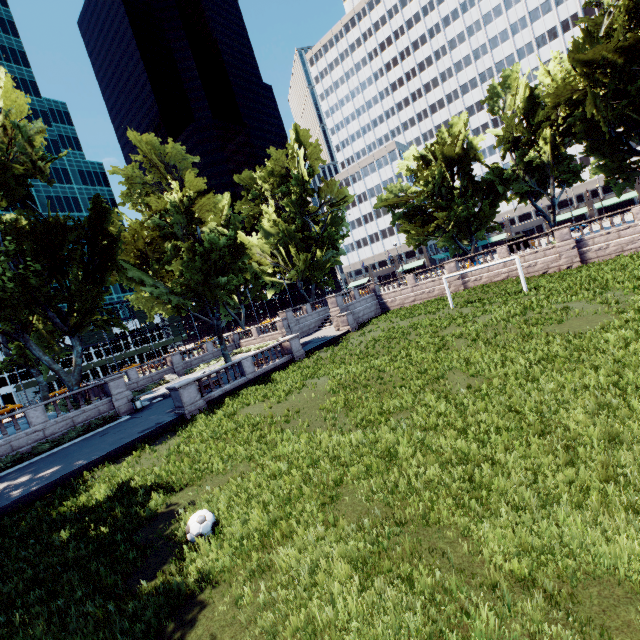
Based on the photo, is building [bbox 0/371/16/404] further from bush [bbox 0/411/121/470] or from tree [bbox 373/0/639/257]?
bush [bbox 0/411/121/470]

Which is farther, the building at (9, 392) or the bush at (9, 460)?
the building at (9, 392)

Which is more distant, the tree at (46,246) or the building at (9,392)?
the building at (9,392)

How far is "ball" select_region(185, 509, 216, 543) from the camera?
7.4m

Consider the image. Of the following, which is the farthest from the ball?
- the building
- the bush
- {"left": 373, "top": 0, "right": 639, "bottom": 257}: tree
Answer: the building

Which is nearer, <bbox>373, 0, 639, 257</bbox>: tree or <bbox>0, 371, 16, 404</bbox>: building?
<bbox>373, 0, 639, 257</bbox>: tree

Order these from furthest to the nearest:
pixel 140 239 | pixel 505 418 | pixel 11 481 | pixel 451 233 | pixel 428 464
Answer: pixel 451 233, pixel 140 239, pixel 11 481, pixel 505 418, pixel 428 464
